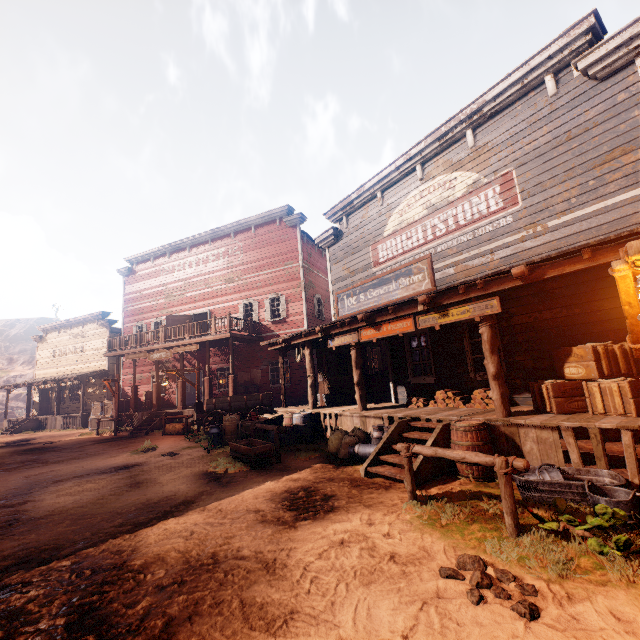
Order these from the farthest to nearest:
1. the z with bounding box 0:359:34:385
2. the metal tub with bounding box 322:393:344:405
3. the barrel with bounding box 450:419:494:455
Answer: the z with bounding box 0:359:34:385 → the metal tub with bounding box 322:393:344:405 → the barrel with bounding box 450:419:494:455

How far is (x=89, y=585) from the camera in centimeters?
366cm

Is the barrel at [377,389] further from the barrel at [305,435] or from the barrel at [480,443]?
the barrel at [480,443]

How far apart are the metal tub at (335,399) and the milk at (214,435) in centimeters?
374cm

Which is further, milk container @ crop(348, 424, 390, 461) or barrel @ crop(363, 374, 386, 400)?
barrel @ crop(363, 374, 386, 400)

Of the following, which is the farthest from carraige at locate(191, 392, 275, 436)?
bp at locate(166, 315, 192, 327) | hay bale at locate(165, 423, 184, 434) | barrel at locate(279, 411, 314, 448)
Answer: bp at locate(166, 315, 192, 327)

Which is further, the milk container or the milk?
the milk

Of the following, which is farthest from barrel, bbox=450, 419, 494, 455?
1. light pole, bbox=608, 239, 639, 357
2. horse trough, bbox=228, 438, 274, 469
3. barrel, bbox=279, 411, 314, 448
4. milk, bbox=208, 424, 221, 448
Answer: milk, bbox=208, 424, 221, 448
